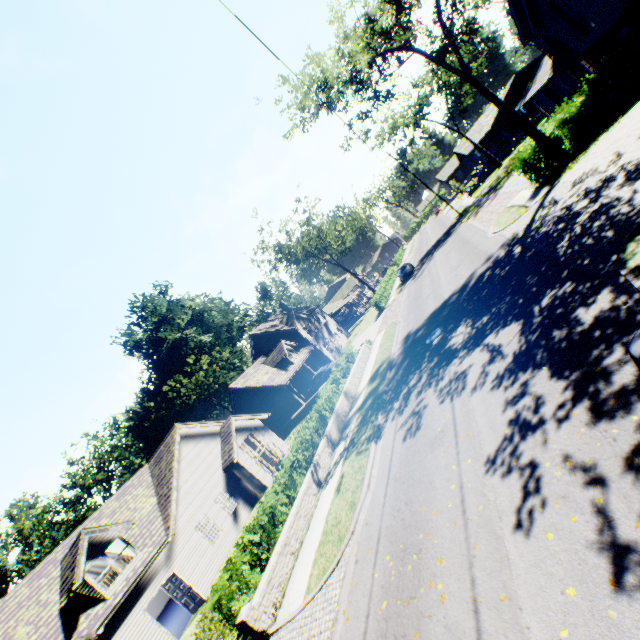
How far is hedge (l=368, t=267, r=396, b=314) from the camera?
38.2 meters

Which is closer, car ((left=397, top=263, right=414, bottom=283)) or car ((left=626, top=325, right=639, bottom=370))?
car ((left=626, top=325, right=639, bottom=370))

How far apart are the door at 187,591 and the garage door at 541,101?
49.1m

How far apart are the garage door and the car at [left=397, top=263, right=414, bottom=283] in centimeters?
2090cm

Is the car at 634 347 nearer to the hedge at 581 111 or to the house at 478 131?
the hedge at 581 111

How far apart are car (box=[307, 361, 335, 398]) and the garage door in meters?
34.4

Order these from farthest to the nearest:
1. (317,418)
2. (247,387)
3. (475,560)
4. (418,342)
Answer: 1. (247,387)
2. (317,418)
3. (418,342)
4. (475,560)

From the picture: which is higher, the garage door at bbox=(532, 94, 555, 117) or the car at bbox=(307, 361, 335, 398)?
the garage door at bbox=(532, 94, 555, 117)
